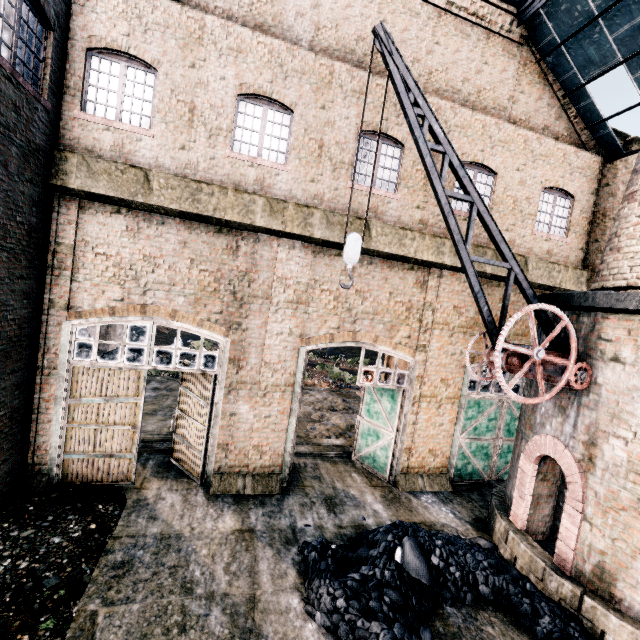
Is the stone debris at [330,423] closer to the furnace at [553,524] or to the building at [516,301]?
the building at [516,301]

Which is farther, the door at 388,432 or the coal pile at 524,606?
the door at 388,432

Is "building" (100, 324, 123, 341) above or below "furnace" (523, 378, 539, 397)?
below

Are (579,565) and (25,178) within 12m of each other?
no

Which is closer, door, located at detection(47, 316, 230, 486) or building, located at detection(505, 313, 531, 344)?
door, located at detection(47, 316, 230, 486)

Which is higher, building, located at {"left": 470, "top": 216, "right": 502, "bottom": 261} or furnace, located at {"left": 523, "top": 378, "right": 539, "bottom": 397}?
building, located at {"left": 470, "top": 216, "right": 502, "bottom": 261}

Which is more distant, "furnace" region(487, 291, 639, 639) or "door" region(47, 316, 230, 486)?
"door" region(47, 316, 230, 486)

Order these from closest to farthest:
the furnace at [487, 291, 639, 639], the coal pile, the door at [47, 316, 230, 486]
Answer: the coal pile
the furnace at [487, 291, 639, 639]
the door at [47, 316, 230, 486]
